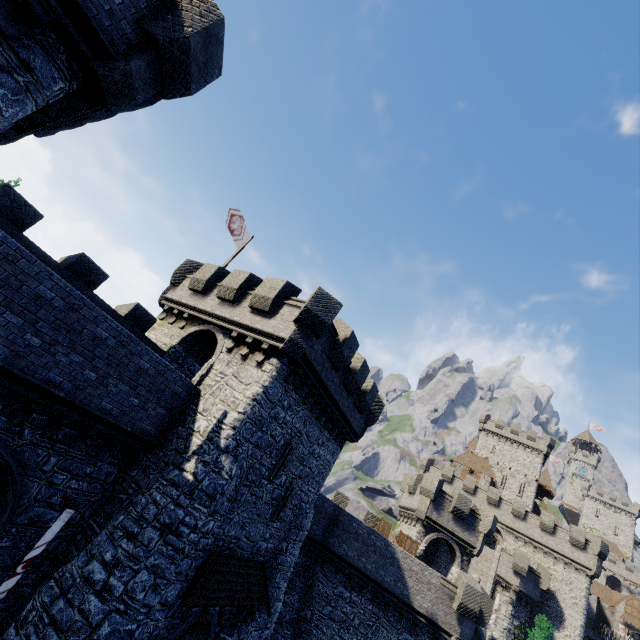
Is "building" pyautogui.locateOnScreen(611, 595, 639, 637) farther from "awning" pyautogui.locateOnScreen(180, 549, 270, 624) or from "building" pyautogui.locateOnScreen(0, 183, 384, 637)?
"awning" pyautogui.locateOnScreen(180, 549, 270, 624)

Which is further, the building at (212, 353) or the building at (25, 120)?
the building at (212, 353)

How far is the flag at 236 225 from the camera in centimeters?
1961cm

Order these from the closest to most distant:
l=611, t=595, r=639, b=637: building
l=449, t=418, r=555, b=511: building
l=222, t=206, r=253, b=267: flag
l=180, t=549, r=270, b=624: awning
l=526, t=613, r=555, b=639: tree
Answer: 1. l=180, t=549, r=270, b=624: awning
2. l=526, t=613, r=555, b=639: tree
3. l=222, t=206, r=253, b=267: flag
4. l=449, t=418, r=555, b=511: building
5. l=611, t=595, r=639, b=637: building

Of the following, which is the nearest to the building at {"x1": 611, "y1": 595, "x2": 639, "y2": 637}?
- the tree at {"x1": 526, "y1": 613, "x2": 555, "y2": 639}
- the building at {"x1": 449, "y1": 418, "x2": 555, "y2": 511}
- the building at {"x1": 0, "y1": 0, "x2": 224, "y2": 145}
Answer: the building at {"x1": 449, "y1": 418, "x2": 555, "y2": 511}

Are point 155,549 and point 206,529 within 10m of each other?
yes

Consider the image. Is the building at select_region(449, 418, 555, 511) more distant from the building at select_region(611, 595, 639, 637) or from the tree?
the tree
